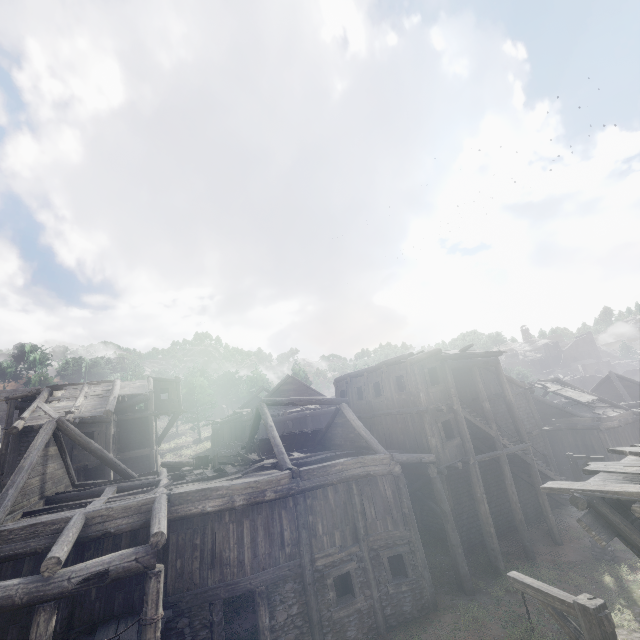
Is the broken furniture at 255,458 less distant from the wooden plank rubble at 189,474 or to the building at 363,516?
the wooden plank rubble at 189,474

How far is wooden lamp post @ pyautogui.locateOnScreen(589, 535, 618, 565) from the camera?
14.8 meters

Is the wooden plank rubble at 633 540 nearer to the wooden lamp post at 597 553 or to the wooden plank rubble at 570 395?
the wooden lamp post at 597 553

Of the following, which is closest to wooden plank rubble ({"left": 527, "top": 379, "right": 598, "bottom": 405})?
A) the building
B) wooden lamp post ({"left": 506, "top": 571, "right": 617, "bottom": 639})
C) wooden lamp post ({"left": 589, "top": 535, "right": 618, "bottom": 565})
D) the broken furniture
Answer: the building

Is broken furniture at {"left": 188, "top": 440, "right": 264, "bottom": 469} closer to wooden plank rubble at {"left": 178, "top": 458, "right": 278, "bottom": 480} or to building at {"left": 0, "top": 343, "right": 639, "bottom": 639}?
wooden plank rubble at {"left": 178, "top": 458, "right": 278, "bottom": 480}

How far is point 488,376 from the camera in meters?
22.4 m

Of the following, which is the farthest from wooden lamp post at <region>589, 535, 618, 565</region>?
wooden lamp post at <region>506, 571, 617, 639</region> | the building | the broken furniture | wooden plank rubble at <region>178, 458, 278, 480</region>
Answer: the broken furniture

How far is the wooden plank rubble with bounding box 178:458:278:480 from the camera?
13.5 meters
